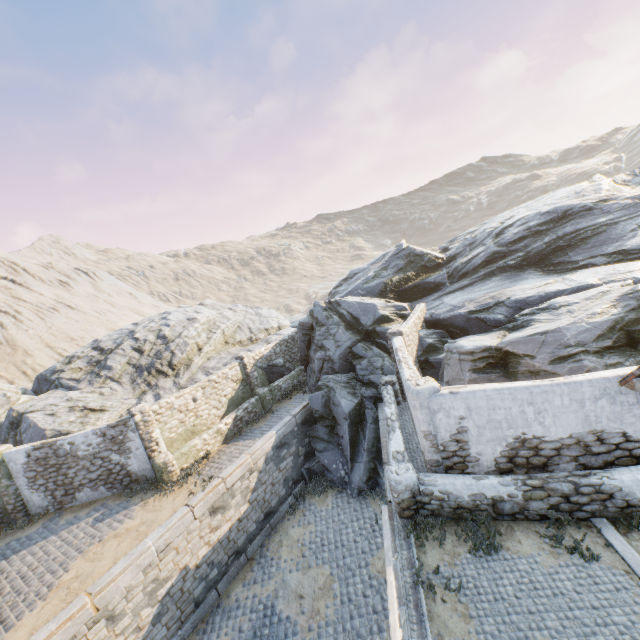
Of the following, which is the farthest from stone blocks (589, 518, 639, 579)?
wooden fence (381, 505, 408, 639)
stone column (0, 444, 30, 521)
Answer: stone column (0, 444, 30, 521)

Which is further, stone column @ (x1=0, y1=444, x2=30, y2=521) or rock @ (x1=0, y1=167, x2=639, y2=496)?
stone column @ (x1=0, y1=444, x2=30, y2=521)

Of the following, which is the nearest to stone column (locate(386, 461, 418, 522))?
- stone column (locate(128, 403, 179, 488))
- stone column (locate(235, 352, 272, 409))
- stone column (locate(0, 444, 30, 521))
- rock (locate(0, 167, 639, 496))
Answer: rock (locate(0, 167, 639, 496))

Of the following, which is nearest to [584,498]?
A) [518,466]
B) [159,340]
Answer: [518,466]

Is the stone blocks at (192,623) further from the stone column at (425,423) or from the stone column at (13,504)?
the stone column at (13,504)

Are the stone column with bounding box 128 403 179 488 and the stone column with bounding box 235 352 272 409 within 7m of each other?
yes

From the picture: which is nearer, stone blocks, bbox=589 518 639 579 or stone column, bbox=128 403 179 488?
stone blocks, bbox=589 518 639 579

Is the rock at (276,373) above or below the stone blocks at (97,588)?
above
